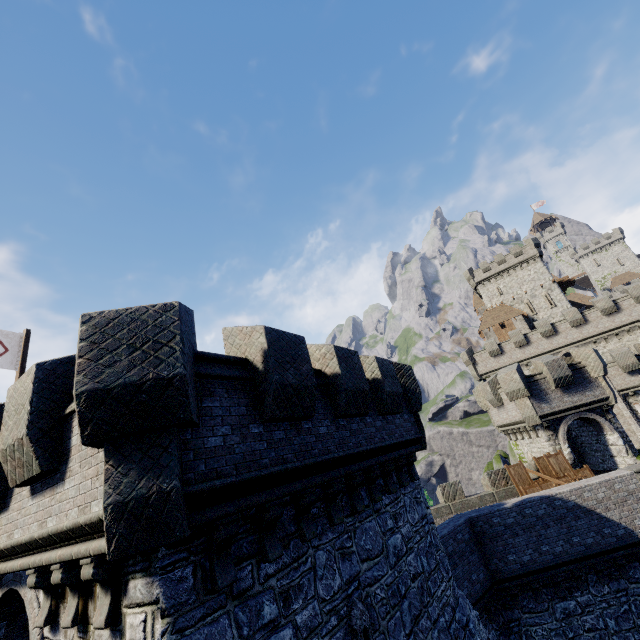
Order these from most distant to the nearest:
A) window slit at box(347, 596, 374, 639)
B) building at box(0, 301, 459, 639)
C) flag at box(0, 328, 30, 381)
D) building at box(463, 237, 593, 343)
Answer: building at box(463, 237, 593, 343)
flag at box(0, 328, 30, 381)
window slit at box(347, 596, 374, 639)
building at box(0, 301, 459, 639)

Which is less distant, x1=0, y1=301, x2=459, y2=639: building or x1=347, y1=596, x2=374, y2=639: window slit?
x1=0, y1=301, x2=459, y2=639: building

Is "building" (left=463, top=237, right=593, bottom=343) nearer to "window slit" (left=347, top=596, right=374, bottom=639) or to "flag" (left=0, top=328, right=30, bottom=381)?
"window slit" (left=347, top=596, right=374, bottom=639)

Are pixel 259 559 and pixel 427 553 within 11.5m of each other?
yes

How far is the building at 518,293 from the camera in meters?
48.6 m

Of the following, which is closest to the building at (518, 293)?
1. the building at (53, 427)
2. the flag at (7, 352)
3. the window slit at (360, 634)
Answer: the building at (53, 427)

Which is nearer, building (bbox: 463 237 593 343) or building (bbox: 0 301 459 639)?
building (bbox: 0 301 459 639)

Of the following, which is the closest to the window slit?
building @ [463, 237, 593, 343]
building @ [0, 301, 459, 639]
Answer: building @ [0, 301, 459, 639]
